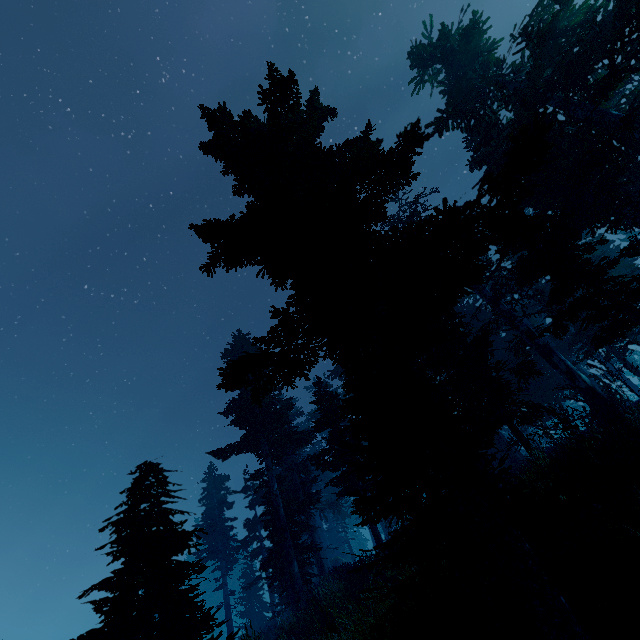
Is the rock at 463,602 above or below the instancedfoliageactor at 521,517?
below

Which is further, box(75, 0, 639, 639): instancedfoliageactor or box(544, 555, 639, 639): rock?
box(75, 0, 639, 639): instancedfoliageactor

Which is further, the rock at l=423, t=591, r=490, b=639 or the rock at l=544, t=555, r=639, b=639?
the rock at l=423, t=591, r=490, b=639

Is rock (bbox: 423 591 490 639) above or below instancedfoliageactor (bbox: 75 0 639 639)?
below

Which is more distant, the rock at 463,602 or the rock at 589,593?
the rock at 463,602

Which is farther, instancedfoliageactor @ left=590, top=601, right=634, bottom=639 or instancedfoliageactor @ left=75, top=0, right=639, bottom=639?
instancedfoliageactor @ left=75, top=0, right=639, bottom=639

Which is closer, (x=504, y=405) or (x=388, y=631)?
(x=388, y=631)
